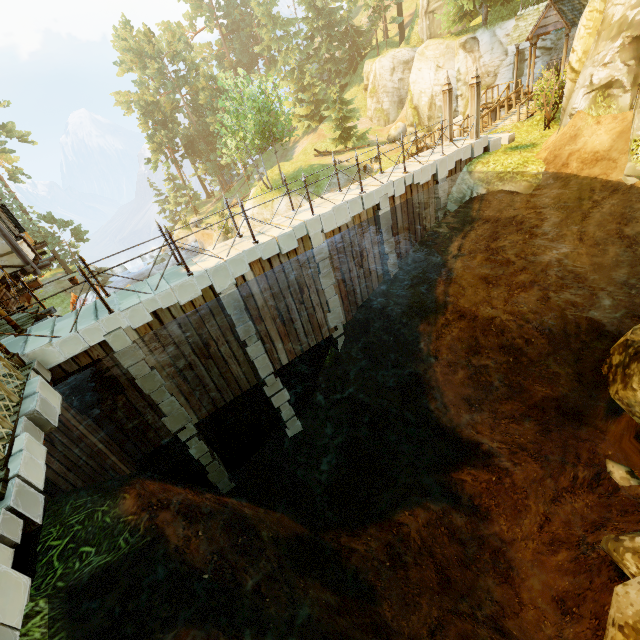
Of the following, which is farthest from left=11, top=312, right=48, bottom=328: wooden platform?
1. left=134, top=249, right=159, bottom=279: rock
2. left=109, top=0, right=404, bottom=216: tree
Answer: left=134, top=249, right=159, bottom=279: rock

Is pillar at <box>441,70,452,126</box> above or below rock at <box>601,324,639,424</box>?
above

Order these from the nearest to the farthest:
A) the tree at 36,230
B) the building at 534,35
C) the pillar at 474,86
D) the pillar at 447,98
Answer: the pillar at 474,86 → the pillar at 447,98 → the building at 534,35 → the tree at 36,230

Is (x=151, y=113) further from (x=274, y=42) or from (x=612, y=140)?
(x=612, y=140)

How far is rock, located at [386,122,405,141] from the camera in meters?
34.9 m

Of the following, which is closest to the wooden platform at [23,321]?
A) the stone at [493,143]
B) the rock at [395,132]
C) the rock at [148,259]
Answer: the stone at [493,143]

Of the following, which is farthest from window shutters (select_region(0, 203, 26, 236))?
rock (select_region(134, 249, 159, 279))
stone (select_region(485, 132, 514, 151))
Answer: rock (select_region(134, 249, 159, 279))

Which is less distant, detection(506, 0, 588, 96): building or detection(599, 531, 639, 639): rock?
detection(599, 531, 639, 639): rock
